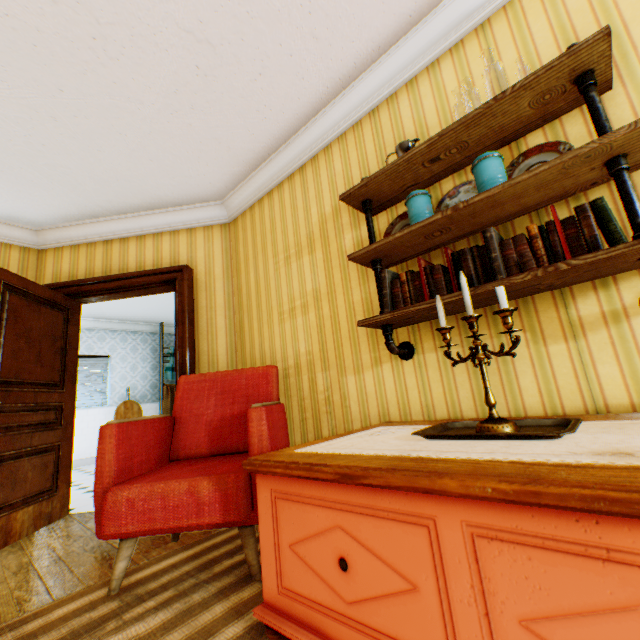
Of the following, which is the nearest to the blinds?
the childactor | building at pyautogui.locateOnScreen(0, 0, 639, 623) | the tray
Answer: building at pyautogui.locateOnScreen(0, 0, 639, 623)

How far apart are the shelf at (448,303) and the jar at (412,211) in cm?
10

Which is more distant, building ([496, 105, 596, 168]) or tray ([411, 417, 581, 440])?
building ([496, 105, 596, 168])

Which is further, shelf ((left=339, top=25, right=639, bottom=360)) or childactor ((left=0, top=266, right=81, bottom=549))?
childactor ((left=0, top=266, right=81, bottom=549))

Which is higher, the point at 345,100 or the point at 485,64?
Answer: the point at 345,100

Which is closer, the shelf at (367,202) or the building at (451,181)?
the shelf at (367,202)

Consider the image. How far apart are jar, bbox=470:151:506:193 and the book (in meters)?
0.23

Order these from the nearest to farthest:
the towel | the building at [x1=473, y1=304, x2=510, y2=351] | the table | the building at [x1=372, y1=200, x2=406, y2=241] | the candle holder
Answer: the table < the candle holder < the building at [x1=473, y1=304, x2=510, y2=351] < the building at [x1=372, y1=200, x2=406, y2=241] < the towel
